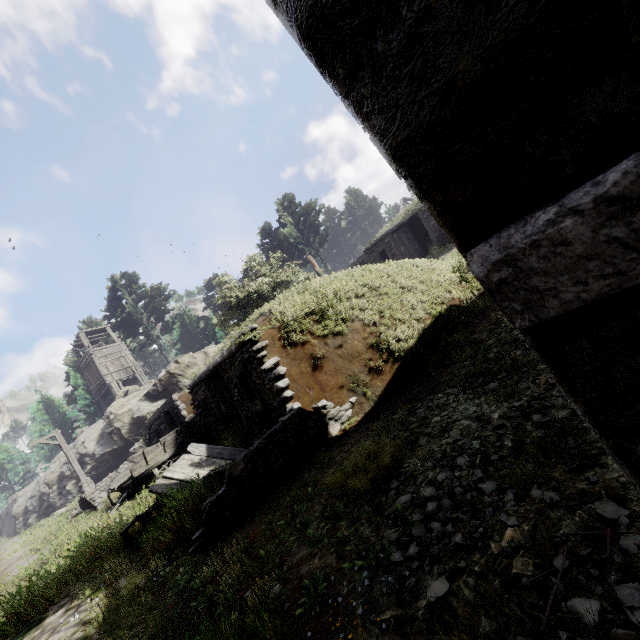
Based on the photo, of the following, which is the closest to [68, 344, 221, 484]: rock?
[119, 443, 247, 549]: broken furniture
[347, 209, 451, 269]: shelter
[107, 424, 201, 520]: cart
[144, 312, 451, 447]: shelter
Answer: [144, 312, 451, 447]: shelter

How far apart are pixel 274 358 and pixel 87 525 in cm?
1059

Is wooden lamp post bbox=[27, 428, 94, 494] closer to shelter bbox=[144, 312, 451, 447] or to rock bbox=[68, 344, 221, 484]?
rock bbox=[68, 344, 221, 484]

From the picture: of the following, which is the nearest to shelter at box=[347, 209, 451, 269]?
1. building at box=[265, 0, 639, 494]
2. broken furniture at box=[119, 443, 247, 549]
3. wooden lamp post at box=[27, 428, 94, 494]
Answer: building at box=[265, 0, 639, 494]

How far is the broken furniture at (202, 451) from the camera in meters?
6.1 m

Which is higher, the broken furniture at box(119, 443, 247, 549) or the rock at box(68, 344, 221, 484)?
the rock at box(68, 344, 221, 484)

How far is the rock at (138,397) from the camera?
23.45m

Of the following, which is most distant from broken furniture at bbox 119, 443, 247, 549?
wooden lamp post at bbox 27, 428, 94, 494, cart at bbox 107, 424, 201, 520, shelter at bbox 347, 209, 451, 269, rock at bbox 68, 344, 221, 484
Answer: rock at bbox 68, 344, 221, 484
